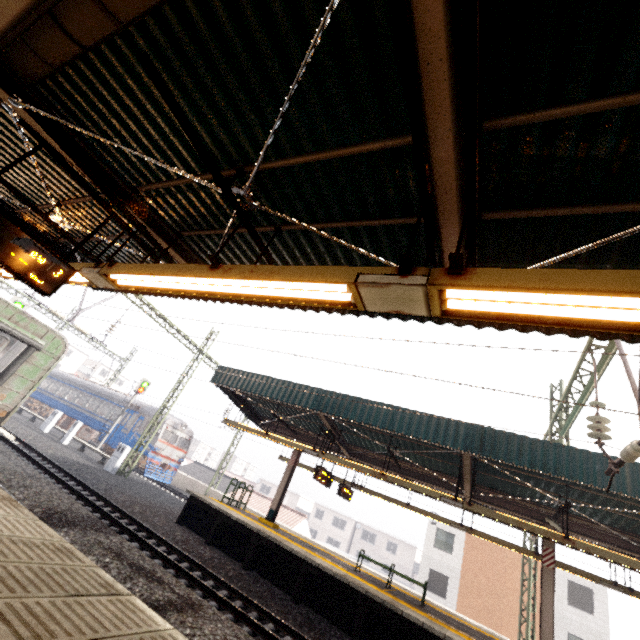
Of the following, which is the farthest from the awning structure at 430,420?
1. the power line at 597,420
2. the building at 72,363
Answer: the building at 72,363

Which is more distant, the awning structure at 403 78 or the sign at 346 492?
the sign at 346 492

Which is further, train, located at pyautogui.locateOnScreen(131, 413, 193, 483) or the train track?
train, located at pyautogui.locateOnScreen(131, 413, 193, 483)

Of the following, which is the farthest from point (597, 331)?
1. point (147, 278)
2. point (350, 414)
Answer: point (350, 414)

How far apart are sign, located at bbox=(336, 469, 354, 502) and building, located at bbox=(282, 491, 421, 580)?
42.9m

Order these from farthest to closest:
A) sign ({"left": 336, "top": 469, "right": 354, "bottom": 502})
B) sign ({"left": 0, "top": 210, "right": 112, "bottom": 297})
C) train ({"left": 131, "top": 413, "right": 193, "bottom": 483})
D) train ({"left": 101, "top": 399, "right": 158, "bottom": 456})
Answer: train ({"left": 101, "top": 399, "right": 158, "bottom": 456}) → train ({"left": 131, "top": 413, "right": 193, "bottom": 483}) → sign ({"left": 336, "top": 469, "right": 354, "bottom": 502}) → sign ({"left": 0, "top": 210, "right": 112, "bottom": 297})

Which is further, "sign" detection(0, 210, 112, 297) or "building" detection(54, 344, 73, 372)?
"building" detection(54, 344, 73, 372)

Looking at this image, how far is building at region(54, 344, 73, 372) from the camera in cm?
5832
